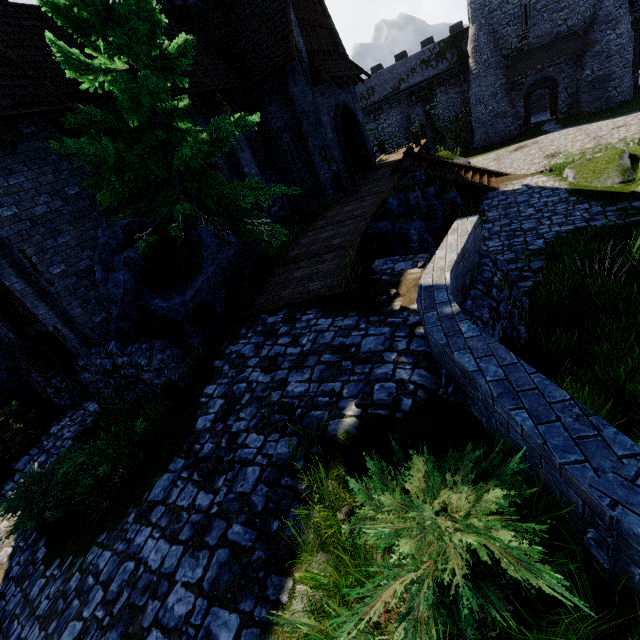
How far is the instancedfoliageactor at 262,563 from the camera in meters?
3.0

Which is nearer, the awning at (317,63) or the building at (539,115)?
the awning at (317,63)

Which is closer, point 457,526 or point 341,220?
point 457,526

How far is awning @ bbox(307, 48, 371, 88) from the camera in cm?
1364

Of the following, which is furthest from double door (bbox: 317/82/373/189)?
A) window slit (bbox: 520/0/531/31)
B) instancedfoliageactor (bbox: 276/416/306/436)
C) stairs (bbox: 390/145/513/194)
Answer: window slit (bbox: 520/0/531/31)

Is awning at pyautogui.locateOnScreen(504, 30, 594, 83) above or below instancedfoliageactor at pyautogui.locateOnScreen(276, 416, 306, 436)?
above

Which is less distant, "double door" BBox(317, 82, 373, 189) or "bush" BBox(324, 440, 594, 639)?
"bush" BBox(324, 440, 594, 639)

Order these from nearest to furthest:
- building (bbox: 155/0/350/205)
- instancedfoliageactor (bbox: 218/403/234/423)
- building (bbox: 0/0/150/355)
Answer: instancedfoliageactor (bbox: 218/403/234/423)
building (bbox: 0/0/150/355)
building (bbox: 155/0/350/205)
